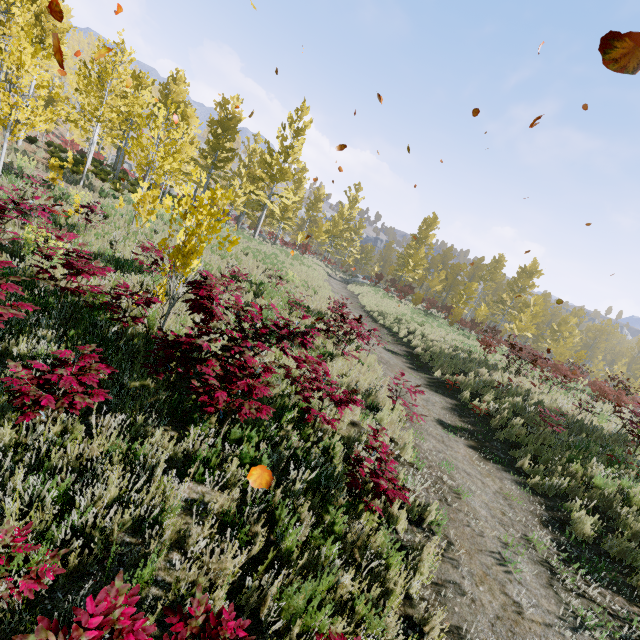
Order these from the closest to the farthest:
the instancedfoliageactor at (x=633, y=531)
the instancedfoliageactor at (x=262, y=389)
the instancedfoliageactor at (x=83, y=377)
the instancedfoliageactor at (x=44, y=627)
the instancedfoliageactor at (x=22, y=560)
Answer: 1. the instancedfoliageactor at (x=44, y=627)
2. the instancedfoliageactor at (x=22, y=560)
3. the instancedfoliageactor at (x=83, y=377)
4. the instancedfoliageactor at (x=262, y=389)
5. the instancedfoliageactor at (x=633, y=531)

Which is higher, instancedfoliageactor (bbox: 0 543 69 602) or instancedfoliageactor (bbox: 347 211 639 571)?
instancedfoliageactor (bbox: 347 211 639 571)

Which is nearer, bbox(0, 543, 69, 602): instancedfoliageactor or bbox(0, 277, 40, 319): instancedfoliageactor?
bbox(0, 543, 69, 602): instancedfoliageactor

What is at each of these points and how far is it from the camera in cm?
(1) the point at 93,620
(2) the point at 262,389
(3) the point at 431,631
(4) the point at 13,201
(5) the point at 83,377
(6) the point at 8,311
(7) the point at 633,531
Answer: (1) instancedfoliageactor, 161
(2) instancedfoliageactor, 404
(3) instancedfoliageactor, 330
(4) instancedfoliageactor, 582
(5) instancedfoliageactor, 324
(6) instancedfoliageactor, 371
(7) instancedfoliageactor, 597

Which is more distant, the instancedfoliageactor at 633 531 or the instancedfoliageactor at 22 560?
the instancedfoliageactor at 633 531

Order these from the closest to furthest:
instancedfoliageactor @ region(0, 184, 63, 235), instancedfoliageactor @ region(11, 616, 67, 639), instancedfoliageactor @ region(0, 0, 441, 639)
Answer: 1. instancedfoliageactor @ region(11, 616, 67, 639)
2. instancedfoliageactor @ region(0, 0, 441, 639)
3. instancedfoliageactor @ region(0, 184, 63, 235)
